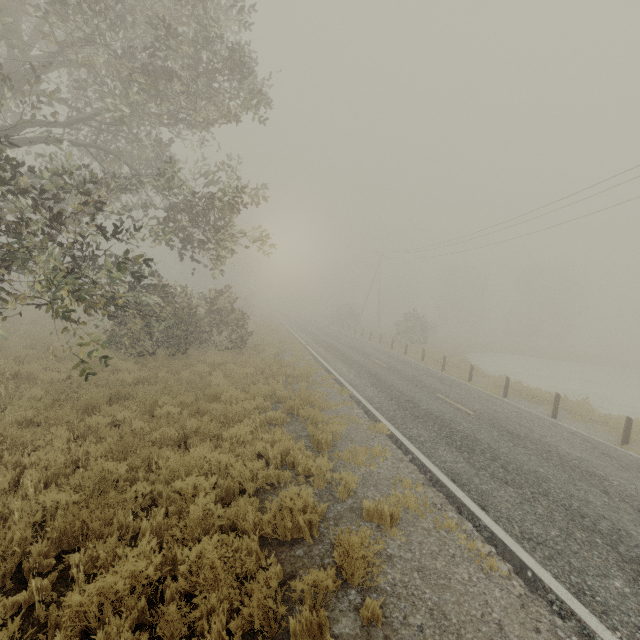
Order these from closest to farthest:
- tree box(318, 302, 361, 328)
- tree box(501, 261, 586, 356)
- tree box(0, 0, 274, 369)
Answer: tree box(0, 0, 274, 369)
tree box(318, 302, 361, 328)
tree box(501, 261, 586, 356)

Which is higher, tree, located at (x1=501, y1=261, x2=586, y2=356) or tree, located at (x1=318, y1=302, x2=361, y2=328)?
tree, located at (x1=501, y1=261, x2=586, y2=356)

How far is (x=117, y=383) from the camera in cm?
886

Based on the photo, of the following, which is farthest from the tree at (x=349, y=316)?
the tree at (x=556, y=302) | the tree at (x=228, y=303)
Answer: the tree at (x=556, y=302)

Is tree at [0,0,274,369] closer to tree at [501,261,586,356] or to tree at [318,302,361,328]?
tree at [318,302,361,328]

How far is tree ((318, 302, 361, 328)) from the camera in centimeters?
4760cm

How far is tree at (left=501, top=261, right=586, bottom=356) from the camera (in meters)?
50.88
